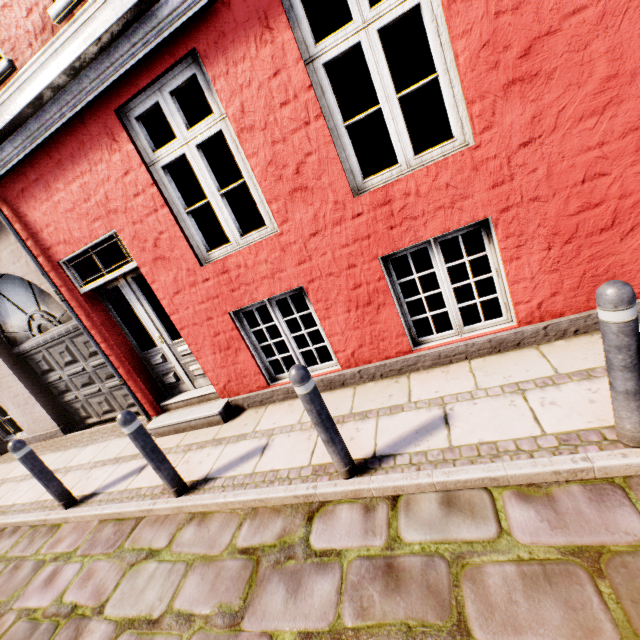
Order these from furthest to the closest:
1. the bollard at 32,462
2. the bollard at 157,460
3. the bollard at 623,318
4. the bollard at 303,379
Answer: the bollard at 32,462
the bollard at 157,460
the bollard at 303,379
the bollard at 623,318

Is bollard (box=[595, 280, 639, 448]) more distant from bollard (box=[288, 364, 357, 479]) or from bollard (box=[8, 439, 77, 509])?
bollard (box=[8, 439, 77, 509])

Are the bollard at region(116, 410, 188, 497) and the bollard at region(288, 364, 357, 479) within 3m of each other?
yes

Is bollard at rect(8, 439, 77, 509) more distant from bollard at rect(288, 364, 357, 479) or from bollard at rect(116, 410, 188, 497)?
bollard at rect(288, 364, 357, 479)

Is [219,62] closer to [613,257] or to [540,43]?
[540,43]

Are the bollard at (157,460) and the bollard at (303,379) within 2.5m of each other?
yes

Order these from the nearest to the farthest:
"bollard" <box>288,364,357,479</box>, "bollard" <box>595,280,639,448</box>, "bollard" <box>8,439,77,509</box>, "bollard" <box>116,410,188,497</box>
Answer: "bollard" <box>595,280,639,448</box>, "bollard" <box>288,364,357,479</box>, "bollard" <box>116,410,188,497</box>, "bollard" <box>8,439,77,509</box>

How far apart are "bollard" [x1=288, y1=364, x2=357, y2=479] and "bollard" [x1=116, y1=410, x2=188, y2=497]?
1.8m
